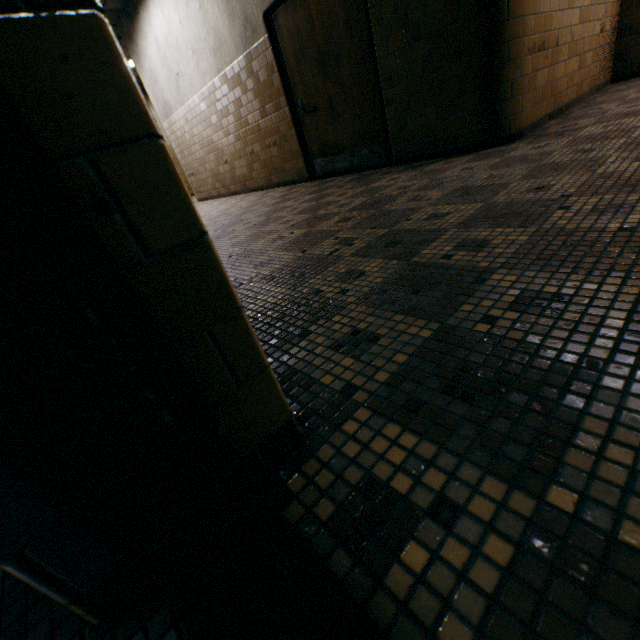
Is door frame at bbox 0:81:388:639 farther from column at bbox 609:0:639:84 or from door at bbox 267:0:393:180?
column at bbox 609:0:639:84

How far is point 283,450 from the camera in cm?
75

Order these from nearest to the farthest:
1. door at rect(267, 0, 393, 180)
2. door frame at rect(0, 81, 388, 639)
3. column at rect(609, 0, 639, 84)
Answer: door frame at rect(0, 81, 388, 639) < door at rect(267, 0, 393, 180) < column at rect(609, 0, 639, 84)

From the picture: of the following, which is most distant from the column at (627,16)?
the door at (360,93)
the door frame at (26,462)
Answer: the door frame at (26,462)

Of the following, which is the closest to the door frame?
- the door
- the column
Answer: the door

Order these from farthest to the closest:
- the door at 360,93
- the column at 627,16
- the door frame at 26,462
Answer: the column at 627,16, the door at 360,93, the door frame at 26,462
